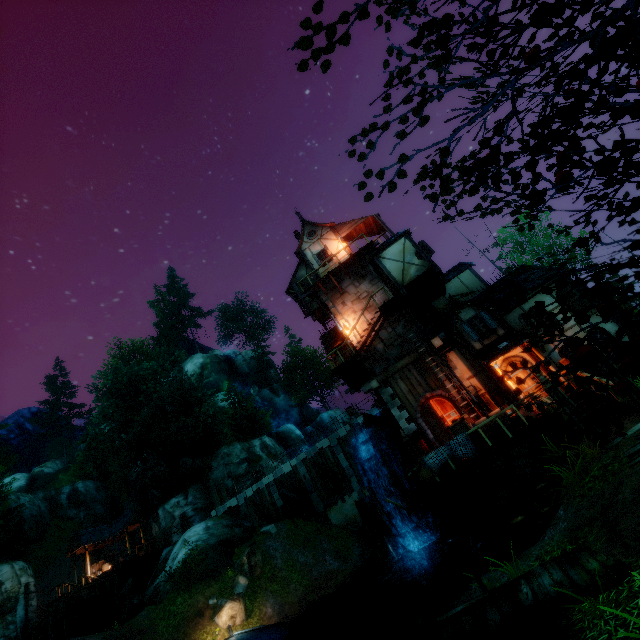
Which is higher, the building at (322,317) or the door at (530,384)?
the building at (322,317)

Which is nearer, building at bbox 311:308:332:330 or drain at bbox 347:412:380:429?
drain at bbox 347:412:380:429

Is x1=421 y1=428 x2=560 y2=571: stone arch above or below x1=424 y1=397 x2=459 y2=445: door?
below

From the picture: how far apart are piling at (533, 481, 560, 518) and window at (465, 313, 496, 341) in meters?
6.7

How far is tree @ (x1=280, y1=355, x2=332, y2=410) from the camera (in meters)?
55.12

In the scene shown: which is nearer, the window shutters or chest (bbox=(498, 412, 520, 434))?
chest (bbox=(498, 412, 520, 434))

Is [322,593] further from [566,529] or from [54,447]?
[54,447]

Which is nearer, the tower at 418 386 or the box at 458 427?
the box at 458 427
